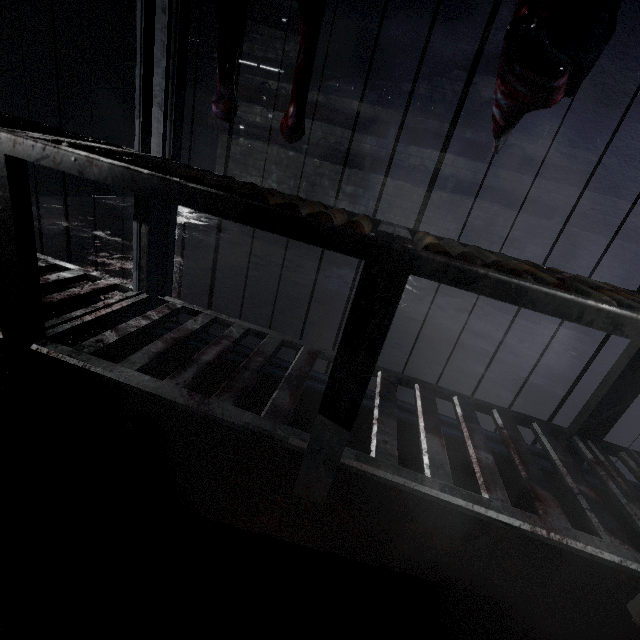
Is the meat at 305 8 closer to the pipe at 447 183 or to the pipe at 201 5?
the pipe at 201 5

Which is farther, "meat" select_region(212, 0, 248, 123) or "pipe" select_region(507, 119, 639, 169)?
"pipe" select_region(507, 119, 639, 169)

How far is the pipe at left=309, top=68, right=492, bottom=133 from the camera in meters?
3.4

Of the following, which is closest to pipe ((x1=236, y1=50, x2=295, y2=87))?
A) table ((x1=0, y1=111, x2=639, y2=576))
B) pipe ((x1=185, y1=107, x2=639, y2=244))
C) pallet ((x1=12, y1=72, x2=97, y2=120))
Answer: pipe ((x1=185, y1=107, x2=639, y2=244))

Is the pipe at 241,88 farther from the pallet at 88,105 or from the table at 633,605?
the table at 633,605

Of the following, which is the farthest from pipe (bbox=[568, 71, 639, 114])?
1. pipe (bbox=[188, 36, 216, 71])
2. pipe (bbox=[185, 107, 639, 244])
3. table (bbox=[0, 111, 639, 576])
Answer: table (bbox=[0, 111, 639, 576])

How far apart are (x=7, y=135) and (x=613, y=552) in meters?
Result: 1.8
